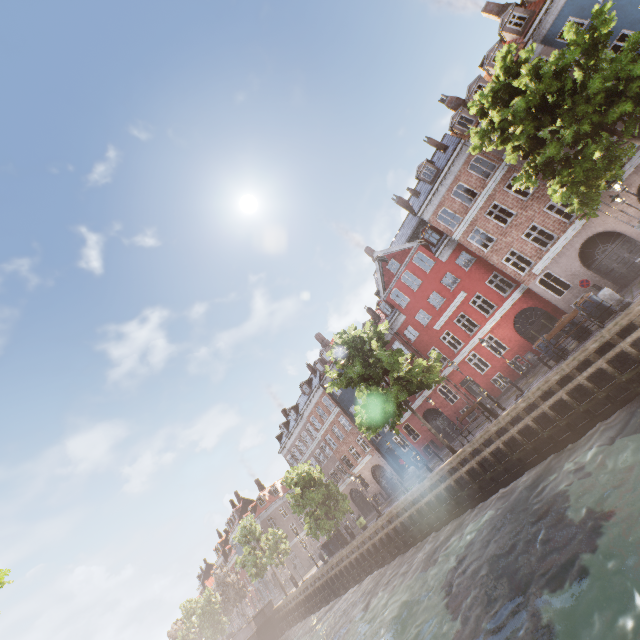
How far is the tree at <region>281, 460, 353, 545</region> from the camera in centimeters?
2731cm

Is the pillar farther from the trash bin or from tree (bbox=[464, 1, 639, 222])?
tree (bbox=[464, 1, 639, 222])

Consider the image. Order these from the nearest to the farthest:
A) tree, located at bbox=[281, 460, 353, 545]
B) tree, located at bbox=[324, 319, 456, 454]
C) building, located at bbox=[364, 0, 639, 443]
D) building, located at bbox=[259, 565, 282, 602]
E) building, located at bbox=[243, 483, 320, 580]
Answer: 1. tree, located at bbox=[324, 319, 456, 454]
2. building, located at bbox=[364, 0, 639, 443]
3. tree, located at bbox=[281, 460, 353, 545]
4. building, located at bbox=[243, 483, 320, 580]
5. building, located at bbox=[259, 565, 282, 602]

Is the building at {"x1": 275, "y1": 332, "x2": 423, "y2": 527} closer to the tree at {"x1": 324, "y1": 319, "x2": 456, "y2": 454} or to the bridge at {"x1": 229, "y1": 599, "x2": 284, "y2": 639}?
the tree at {"x1": 324, "y1": 319, "x2": 456, "y2": 454}

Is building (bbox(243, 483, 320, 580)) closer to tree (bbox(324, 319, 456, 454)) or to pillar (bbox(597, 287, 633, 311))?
tree (bbox(324, 319, 456, 454))

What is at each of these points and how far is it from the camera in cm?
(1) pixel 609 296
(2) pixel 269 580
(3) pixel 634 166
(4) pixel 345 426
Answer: (1) pillar, 1320
(2) building, 5762
(3) building, 1784
(4) building, 3709

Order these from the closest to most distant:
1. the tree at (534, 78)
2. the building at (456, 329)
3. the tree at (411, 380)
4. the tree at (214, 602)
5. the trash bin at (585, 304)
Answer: the tree at (534, 78), the trash bin at (585, 304), the tree at (411, 380), the building at (456, 329), the tree at (214, 602)

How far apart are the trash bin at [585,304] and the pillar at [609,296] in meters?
1.2
